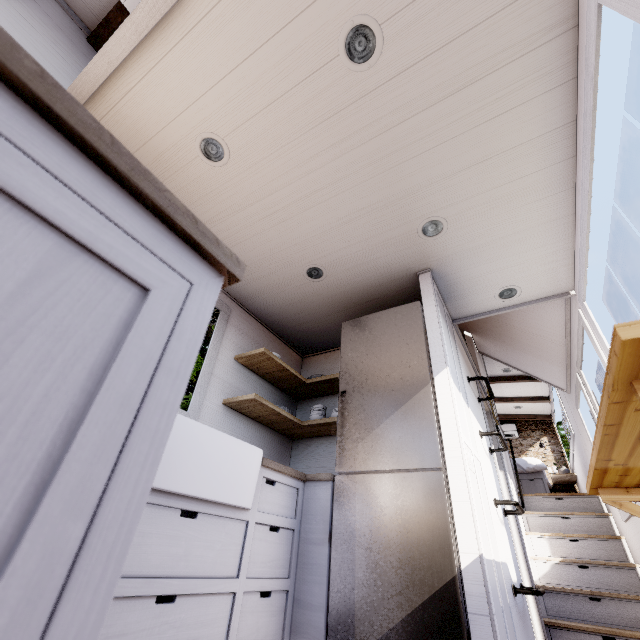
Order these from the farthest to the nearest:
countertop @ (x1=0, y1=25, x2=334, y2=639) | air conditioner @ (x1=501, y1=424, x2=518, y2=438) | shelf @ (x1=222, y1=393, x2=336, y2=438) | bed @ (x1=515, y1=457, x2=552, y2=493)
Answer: air conditioner @ (x1=501, y1=424, x2=518, y2=438) < bed @ (x1=515, y1=457, x2=552, y2=493) < shelf @ (x1=222, y1=393, x2=336, y2=438) < countertop @ (x1=0, y1=25, x2=334, y2=639)

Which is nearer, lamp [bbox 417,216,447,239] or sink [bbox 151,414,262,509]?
sink [bbox 151,414,262,509]

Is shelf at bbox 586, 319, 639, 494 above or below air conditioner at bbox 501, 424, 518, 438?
below

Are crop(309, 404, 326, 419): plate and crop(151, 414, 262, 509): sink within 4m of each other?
yes

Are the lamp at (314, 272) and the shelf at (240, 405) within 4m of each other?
yes

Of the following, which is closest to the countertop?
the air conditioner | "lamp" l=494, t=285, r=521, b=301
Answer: "lamp" l=494, t=285, r=521, b=301

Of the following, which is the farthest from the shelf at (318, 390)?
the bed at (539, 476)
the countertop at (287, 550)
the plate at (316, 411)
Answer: the bed at (539, 476)

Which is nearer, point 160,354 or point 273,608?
point 160,354
